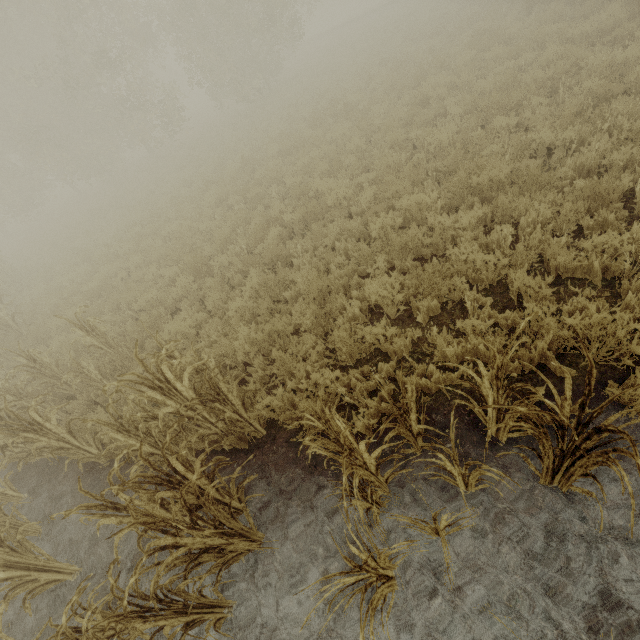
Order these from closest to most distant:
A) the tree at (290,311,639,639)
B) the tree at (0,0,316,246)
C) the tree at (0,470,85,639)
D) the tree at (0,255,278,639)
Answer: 1. the tree at (290,311,639,639)
2. the tree at (0,255,278,639)
3. the tree at (0,470,85,639)
4. the tree at (0,0,316,246)

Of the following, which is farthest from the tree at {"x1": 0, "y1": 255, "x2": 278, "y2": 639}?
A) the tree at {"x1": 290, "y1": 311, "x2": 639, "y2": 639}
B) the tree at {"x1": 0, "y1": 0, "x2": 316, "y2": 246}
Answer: the tree at {"x1": 0, "y1": 0, "x2": 316, "y2": 246}

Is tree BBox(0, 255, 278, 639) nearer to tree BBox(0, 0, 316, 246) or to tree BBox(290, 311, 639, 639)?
tree BBox(290, 311, 639, 639)

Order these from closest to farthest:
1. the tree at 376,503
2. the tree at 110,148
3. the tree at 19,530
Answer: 1. the tree at 376,503
2. the tree at 19,530
3. the tree at 110,148

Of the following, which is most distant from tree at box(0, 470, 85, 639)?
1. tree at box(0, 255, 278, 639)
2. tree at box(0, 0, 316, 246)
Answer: tree at box(0, 0, 316, 246)

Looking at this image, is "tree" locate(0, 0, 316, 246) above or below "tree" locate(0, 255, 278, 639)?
above

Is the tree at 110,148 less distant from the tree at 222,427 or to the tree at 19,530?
the tree at 19,530

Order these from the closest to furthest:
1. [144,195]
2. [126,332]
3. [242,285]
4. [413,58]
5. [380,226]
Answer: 1. [380,226]
2. [126,332]
3. [242,285]
4. [413,58]
5. [144,195]
